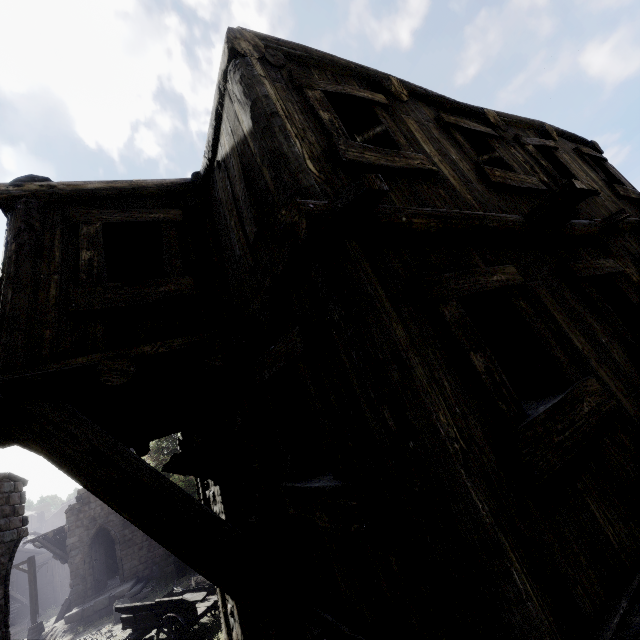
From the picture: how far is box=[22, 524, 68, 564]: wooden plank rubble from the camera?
21.6 meters

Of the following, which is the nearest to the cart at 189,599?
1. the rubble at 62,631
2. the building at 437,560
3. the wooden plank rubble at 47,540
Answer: the building at 437,560

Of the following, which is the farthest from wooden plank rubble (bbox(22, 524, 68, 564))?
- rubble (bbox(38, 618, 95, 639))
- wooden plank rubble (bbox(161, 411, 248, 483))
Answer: wooden plank rubble (bbox(161, 411, 248, 483))

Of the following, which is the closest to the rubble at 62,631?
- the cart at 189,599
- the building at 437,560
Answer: the building at 437,560

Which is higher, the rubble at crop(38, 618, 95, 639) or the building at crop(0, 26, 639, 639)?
the building at crop(0, 26, 639, 639)

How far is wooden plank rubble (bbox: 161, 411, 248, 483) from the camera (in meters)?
3.86

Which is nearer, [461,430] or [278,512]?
[461,430]

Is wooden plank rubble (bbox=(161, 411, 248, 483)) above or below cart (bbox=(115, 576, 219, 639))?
above
